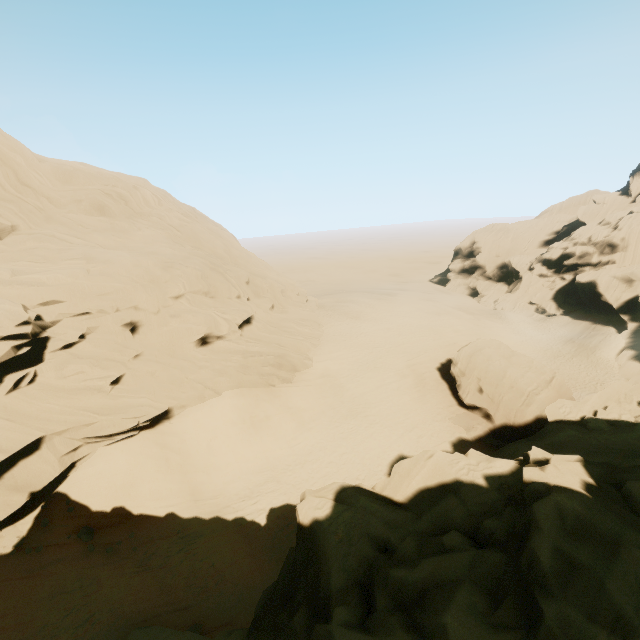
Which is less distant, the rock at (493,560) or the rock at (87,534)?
the rock at (493,560)

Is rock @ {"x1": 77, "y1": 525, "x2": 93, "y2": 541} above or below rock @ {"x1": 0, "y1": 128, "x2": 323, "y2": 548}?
below

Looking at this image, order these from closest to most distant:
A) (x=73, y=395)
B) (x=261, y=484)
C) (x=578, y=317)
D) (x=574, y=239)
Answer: (x=73, y=395) → (x=261, y=484) → (x=578, y=317) → (x=574, y=239)

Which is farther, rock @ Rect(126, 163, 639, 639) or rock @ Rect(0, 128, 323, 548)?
rock @ Rect(0, 128, 323, 548)

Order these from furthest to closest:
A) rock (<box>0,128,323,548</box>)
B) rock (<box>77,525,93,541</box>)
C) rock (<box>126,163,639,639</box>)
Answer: rock (<box>0,128,323,548</box>)
rock (<box>77,525,93,541</box>)
rock (<box>126,163,639,639</box>)
